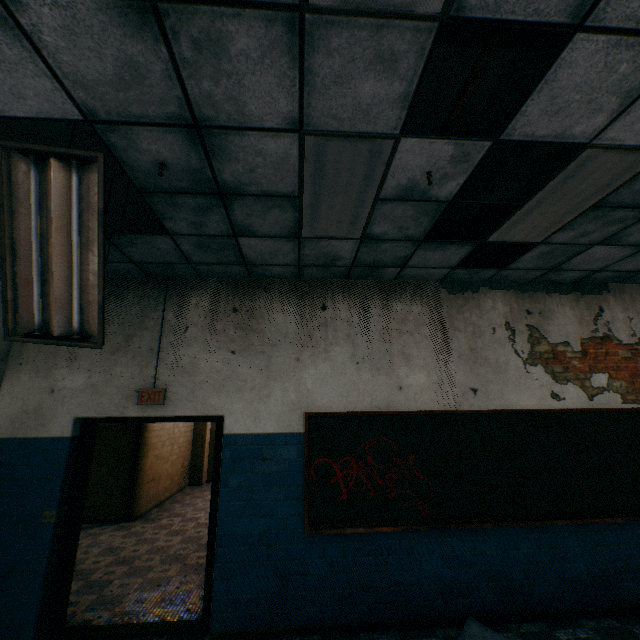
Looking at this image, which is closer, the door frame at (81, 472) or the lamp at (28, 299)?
the lamp at (28, 299)

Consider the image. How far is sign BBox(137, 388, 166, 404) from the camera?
3.8 meters

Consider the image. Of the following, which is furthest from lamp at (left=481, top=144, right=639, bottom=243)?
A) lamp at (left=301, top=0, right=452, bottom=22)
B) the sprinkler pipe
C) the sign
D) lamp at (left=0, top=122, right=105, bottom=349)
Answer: Answer: the sign

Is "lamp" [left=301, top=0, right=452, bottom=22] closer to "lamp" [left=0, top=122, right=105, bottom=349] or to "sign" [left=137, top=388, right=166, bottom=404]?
"lamp" [left=0, top=122, right=105, bottom=349]

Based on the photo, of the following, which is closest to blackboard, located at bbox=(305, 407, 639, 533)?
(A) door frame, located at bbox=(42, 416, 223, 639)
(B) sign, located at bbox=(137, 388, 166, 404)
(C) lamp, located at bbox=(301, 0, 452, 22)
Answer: (A) door frame, located at bbox=(42, 416, 223, 639)

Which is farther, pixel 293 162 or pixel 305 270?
pixel 305 270

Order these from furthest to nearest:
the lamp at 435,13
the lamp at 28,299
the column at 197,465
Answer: the column at 197,465 < the lamp at 28,299 < the lamp at 435,13

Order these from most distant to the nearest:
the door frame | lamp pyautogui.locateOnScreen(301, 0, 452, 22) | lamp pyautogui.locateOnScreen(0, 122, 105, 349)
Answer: the door frame, lamp pyautogui.locateOnScreen(0, 122, 105, 349), lamp pyautogui.locateOnScreen(301, 0, 452, 22)
